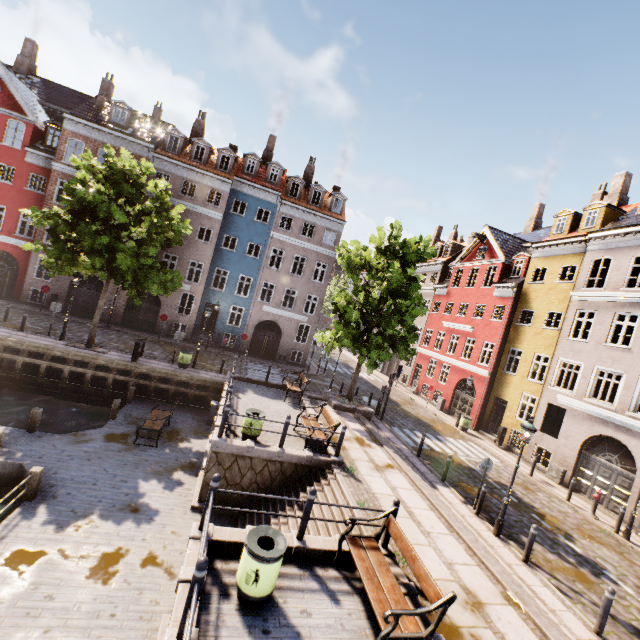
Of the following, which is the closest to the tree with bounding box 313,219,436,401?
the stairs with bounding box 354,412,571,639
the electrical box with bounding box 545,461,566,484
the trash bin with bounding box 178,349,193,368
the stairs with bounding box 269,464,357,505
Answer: the stairs with bounding box 354,412,571,639

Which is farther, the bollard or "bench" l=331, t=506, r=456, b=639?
"bench" l=331, t=506, r=456, b=639

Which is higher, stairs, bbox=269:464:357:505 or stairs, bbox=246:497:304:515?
stairs, bbox=269:464:357:505

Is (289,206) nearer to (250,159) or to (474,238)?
(250,159)

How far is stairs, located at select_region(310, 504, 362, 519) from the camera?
8.54m

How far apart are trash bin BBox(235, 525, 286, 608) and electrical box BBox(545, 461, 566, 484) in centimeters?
1771cm

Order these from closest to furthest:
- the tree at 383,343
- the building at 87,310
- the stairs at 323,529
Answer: the stairs at 323,529
the tree at 383,343
the building at 87,310

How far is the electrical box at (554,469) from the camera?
16.8 meters
